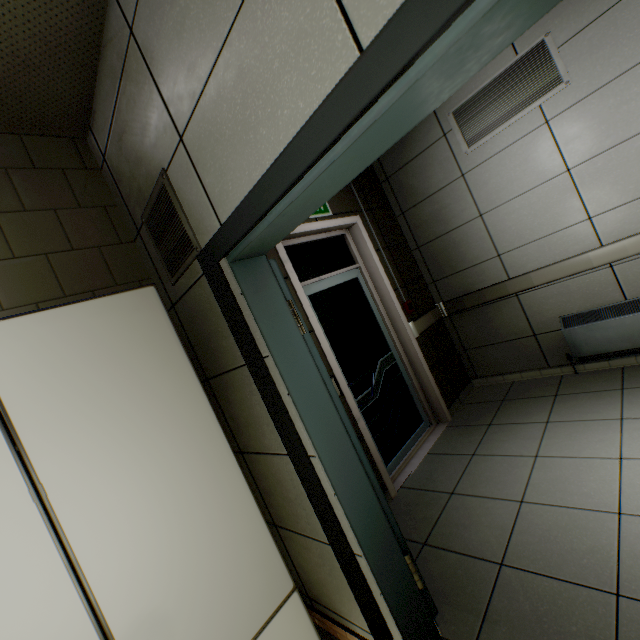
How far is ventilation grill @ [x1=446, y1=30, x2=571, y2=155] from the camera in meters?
2.8

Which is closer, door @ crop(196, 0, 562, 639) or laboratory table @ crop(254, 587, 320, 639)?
door @ crop(196, 0, 562, 639)

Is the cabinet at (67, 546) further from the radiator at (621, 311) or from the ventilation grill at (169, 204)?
the radiator at (621, 311)

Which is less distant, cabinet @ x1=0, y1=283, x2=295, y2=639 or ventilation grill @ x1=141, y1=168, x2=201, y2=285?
cabinet @ x1=0, y1=283, x2=295, y2=639

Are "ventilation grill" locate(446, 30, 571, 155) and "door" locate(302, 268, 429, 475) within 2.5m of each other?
yes

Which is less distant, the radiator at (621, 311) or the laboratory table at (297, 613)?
the laboratory table at (297, 613)

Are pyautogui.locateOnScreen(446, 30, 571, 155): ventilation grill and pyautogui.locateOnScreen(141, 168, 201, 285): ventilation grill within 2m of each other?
no

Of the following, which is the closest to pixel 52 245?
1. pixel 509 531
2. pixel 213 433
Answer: pixel 213 433
